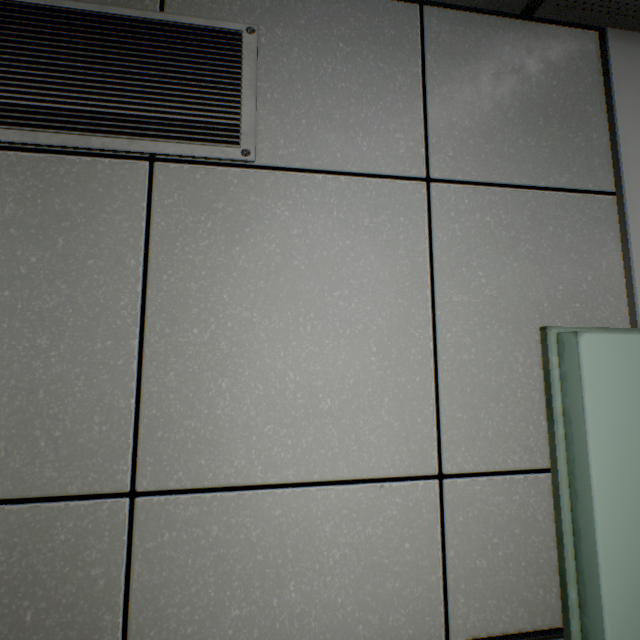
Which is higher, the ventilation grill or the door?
the ventilation grill

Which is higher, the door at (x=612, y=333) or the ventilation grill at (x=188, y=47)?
the ventilation grill at (x=188, y=47)

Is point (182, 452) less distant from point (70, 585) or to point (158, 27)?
point (70, 585)
